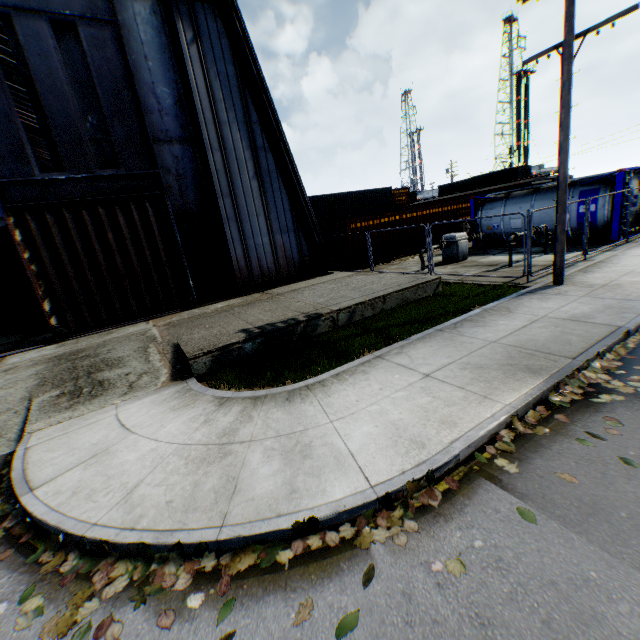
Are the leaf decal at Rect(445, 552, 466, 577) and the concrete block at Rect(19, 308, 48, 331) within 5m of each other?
no

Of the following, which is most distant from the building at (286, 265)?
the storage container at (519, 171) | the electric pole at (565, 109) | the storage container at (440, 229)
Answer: the storage container at (519, 171)

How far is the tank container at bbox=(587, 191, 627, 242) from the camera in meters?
13.6 m

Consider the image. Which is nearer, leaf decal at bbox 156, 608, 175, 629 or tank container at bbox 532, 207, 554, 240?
leaf decal at bbox 156, 608, 175, 629

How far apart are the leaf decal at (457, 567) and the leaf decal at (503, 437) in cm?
118

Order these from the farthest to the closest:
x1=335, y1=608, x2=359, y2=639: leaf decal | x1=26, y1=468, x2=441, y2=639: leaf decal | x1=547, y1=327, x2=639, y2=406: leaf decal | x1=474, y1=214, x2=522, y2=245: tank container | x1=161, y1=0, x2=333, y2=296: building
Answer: x1=474, y1=214, x2=522, y2=245: tank container → x1=161, y1=0, x2=333, y2=296: building → x1=547, y1=327, x2=639, y2=406: leaf decal → x1=26, y1=468, x2=441, y2=639: leaf decal → x1=335, y1=608, x2=359, y2=639: leaf decal

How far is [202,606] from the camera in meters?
2.7
